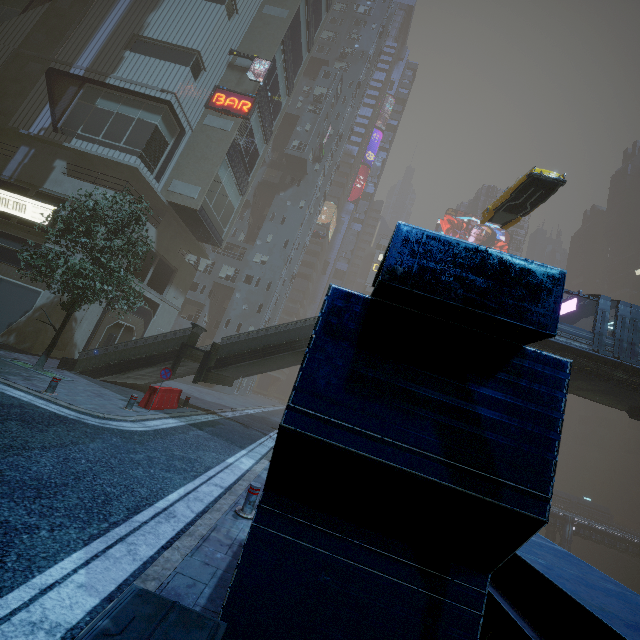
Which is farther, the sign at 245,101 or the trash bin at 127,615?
the sign at 245,101

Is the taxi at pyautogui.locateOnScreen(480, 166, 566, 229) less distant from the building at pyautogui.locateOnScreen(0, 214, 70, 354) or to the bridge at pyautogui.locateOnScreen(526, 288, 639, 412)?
the bridge at pyautogui.locateOnScreen(526, 288, 639, 412)

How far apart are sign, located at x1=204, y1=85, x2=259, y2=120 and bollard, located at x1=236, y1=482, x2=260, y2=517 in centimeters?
2534cm

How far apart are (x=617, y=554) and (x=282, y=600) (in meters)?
63.89

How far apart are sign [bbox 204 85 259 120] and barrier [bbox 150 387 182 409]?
20.0m

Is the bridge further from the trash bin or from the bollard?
the trash bin

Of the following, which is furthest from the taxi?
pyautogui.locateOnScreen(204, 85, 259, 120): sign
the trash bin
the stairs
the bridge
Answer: pyautogui.locateOnScreen(204, 85, 259, 120): sign

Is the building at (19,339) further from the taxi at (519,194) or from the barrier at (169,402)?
the barrier at (169,402)
